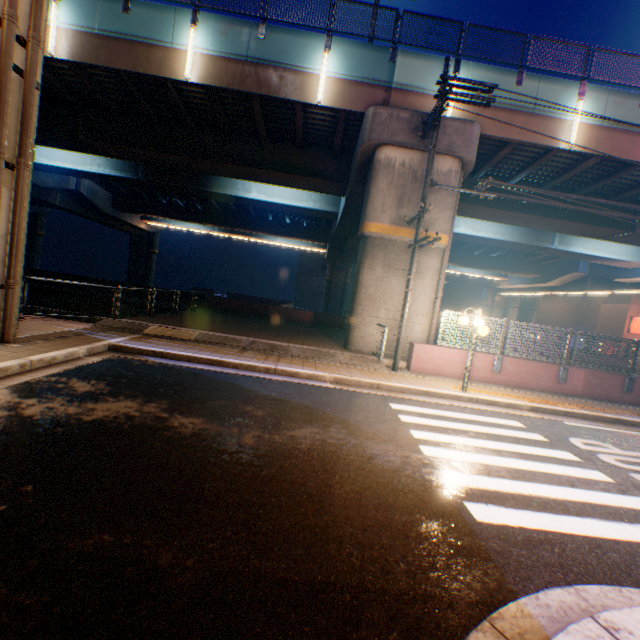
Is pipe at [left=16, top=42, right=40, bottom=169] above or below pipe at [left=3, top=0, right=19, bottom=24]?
below

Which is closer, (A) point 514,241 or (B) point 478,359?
(B) point 478,359

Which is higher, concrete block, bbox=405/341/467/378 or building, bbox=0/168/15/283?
building, bbox=0/168/15/283

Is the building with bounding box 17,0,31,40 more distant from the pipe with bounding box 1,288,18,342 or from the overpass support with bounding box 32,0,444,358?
the overpass support with bounding box 32,0,444,358

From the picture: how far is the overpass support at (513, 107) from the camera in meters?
12.5

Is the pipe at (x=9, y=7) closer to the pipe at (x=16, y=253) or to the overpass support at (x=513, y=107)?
the pipe at (x=16, y=253)

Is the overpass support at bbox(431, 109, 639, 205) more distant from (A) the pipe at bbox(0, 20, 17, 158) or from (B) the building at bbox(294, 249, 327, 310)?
(B) the building at bbox(294, 249, 327, 310)

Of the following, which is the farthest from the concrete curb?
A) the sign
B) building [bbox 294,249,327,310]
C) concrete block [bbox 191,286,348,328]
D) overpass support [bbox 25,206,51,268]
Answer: building [bbox 294,249,327,310]
